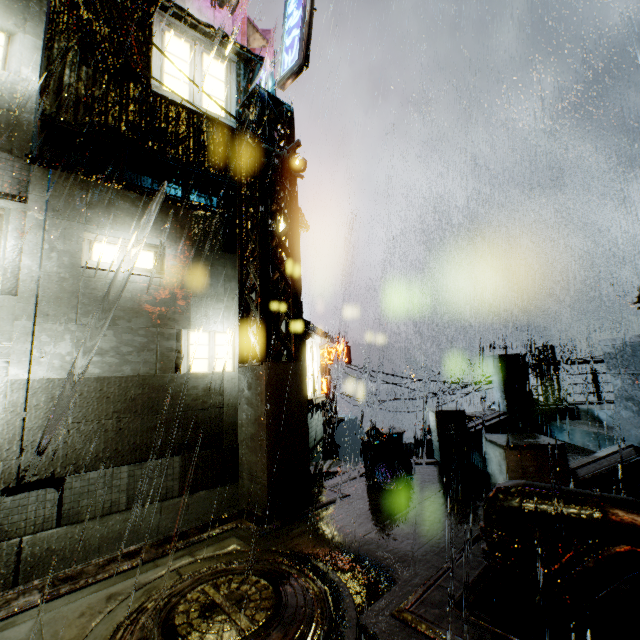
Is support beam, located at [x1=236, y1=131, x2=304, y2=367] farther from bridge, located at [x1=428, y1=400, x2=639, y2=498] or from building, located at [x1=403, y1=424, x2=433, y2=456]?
bridge, located at [x1=428, y1=400, x2=639, y2=498]

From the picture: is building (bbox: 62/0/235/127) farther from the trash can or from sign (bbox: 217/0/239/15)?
the trash can

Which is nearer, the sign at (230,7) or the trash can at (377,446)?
the trash can at (377,446)

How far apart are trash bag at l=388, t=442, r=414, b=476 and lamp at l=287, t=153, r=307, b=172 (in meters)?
7.25

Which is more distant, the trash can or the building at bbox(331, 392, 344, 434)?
the building at bbox(331, 392, 344, 434)

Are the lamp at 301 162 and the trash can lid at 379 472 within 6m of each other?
Answer: no

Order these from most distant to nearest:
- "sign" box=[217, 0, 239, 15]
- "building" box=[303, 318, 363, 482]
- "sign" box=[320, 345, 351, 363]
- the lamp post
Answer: "sign" box=[320, 345, 351, 363] → "sign" box=[217, 0, 239, 15] → "building" box=[303, 318, 363, 482] → the lamp post

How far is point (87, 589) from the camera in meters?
4.3
